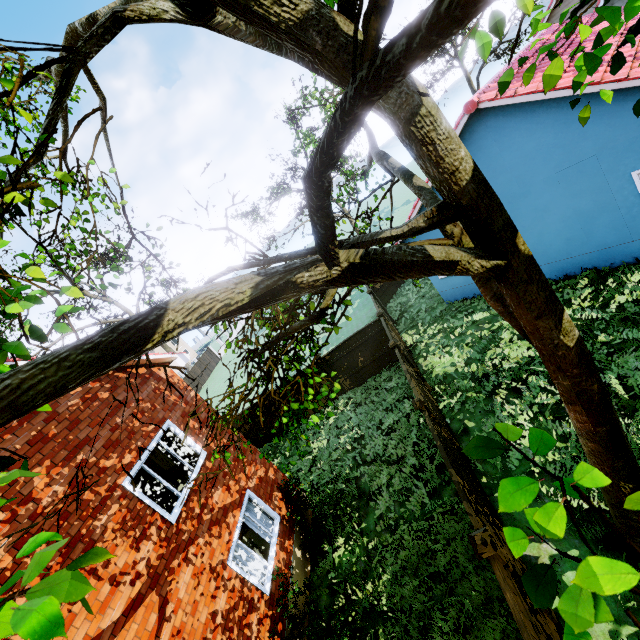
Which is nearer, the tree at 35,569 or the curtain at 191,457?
the tree at 35,569

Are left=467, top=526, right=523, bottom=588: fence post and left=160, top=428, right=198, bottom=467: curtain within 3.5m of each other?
no

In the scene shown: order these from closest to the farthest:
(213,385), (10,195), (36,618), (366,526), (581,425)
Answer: (36,618), (10,195), (581,425), (366,526), (213,385)

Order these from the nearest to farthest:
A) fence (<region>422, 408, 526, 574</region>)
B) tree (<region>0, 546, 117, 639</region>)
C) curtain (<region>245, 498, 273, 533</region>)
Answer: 1. tree (<region>0, 546, 117, 639</region>)
2. fence (<region>422, 408, 526, 574</region>)
3. curtain (<region>245, 498, 273, 533</region>)

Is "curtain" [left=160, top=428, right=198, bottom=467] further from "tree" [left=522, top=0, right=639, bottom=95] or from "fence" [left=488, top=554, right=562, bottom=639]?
"fence" [left=488, top=554, right=562, bottom=639]

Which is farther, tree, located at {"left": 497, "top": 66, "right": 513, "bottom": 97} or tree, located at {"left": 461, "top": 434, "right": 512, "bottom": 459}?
tree, located at {"left": 497, "top": 66, "right": 513, "bottom": 97}

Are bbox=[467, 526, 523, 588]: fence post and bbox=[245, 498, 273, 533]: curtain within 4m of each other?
no

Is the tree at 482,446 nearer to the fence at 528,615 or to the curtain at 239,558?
the fence at 528,615
